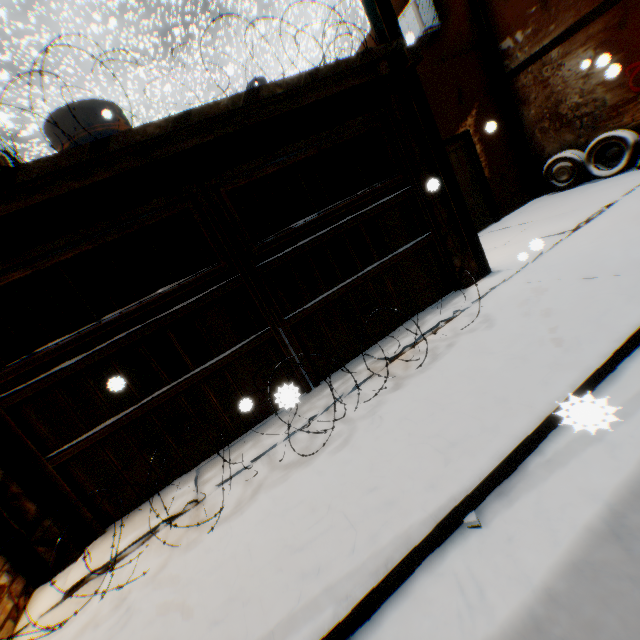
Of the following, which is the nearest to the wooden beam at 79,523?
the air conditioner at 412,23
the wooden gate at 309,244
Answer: the wooden gate at 309,244

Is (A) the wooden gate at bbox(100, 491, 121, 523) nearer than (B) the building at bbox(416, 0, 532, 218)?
Yes

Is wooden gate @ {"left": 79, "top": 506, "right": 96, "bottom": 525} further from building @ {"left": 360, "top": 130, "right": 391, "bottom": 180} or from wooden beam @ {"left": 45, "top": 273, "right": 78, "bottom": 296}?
wooden beam @ {"left": 45, "top": 273, "right": 78, "bottom": 296}

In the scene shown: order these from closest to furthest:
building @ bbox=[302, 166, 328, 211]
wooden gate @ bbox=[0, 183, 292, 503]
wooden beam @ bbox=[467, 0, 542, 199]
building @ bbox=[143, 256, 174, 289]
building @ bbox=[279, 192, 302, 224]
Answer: wooden gate @ bbox=[0, 183, 292, 503]
building @ bbox=[302, 166, 328, 211]
wooden beam @ bbox=[467, 0, 542, 199]
building @ bbox=[143, 256, 174, 289]
building @ bbox=[279, 192, 302, 224]

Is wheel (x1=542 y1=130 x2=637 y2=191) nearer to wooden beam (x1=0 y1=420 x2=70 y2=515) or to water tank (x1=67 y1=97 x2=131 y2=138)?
wooden beam (x1=0 y1=420 x2=70 y2=515)

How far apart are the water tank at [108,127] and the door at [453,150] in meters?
1.7

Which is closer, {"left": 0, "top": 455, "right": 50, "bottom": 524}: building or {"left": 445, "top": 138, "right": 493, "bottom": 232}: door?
{"left": 0, "top": 455, "right": 50, "bottom": 524}: building

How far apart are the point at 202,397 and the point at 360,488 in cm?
234
